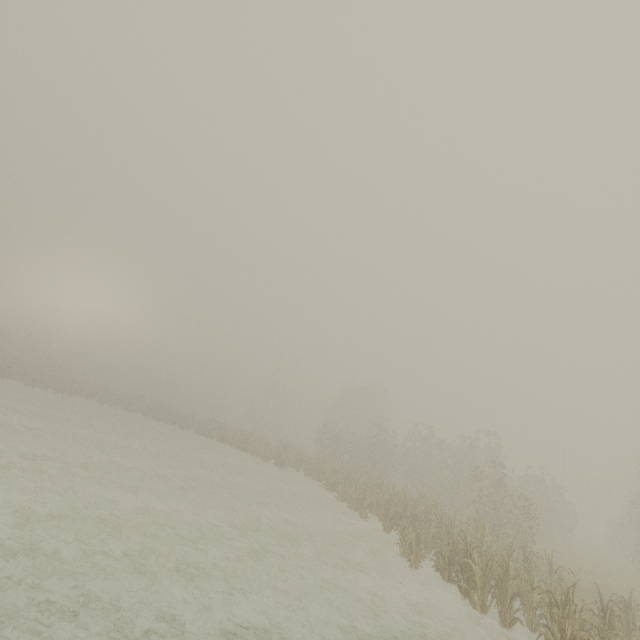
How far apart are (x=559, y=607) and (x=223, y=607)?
7.1 meters
